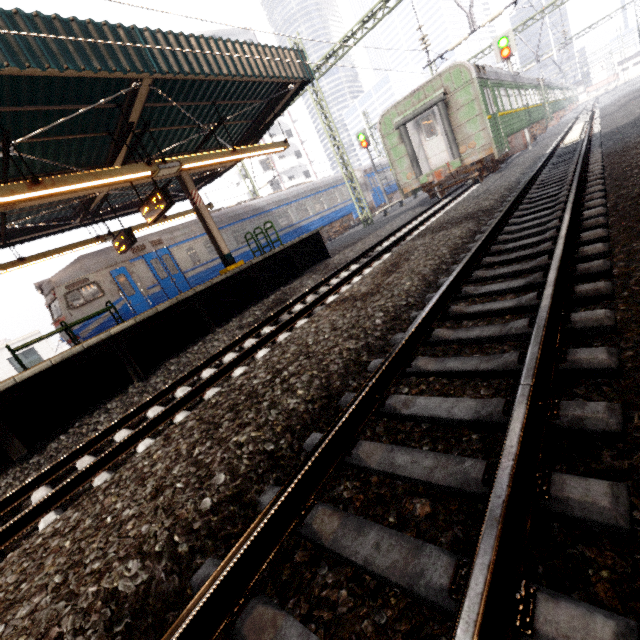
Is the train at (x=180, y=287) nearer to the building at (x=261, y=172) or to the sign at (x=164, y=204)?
the sign at (x=164, y=204)

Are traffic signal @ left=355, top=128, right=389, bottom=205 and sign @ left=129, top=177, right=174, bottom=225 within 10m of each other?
no

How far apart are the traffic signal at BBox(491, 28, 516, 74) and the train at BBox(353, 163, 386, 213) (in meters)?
10.55

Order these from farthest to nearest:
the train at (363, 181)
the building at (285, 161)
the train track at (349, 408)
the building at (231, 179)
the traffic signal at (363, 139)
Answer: the building at (231, 179) → the building at (285, 161) → the train at (363, 181) → the traffic signal at (363, 139) → the train track at (349, 408)

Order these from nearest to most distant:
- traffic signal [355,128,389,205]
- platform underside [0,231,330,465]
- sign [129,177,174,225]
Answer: platform underside [0,231,330,465] < sign [129,177,174,225] < traffic signal [355,128,389,205]

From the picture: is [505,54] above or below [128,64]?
below

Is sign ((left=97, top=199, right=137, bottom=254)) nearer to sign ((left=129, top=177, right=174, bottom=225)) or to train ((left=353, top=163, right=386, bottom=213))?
sign ((left=129, top=177, right=174, bottom=225))

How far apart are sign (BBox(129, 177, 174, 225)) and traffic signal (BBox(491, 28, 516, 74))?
19.07m
